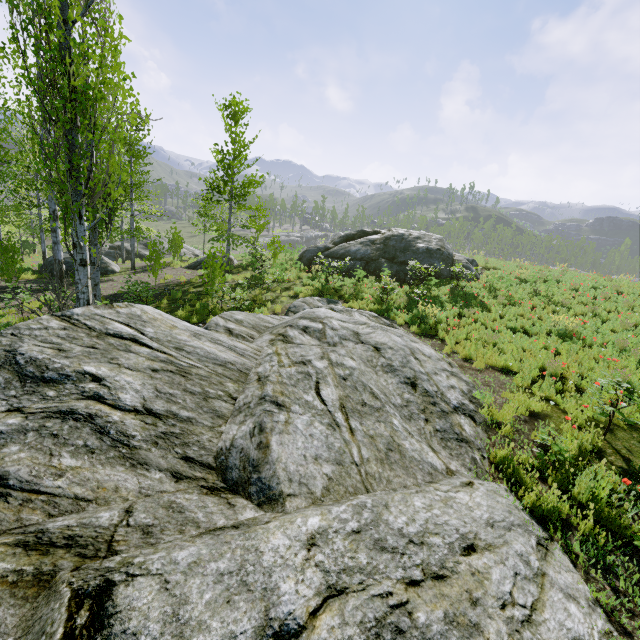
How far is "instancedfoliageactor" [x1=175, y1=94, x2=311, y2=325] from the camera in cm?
1209

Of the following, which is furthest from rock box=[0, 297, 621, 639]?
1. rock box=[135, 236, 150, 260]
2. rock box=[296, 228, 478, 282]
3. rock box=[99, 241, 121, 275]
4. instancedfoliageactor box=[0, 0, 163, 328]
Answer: rock box=[99, 241, 121, 275]

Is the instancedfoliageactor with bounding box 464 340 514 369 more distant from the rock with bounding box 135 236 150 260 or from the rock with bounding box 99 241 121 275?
the rock with bounding box 135 236 150 260

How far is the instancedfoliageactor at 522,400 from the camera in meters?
6.4

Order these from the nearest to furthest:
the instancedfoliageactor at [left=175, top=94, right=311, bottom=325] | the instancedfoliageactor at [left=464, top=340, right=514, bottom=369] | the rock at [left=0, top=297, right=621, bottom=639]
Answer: the rock at [left=0, top=297, right=621, bottom=639] → the instancedfoliageactor at [left=464, top=340, right=514, bottom=369] → the instancedfoliageactor at [left=175, top=94, right=311, bottom=325]

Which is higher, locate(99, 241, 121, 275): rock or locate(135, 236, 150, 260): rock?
locate(135, 236, 150, 260): rock

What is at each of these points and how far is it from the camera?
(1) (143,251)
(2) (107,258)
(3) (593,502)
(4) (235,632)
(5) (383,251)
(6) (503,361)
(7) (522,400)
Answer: (1) rock, 28.1m
(2) rock, 19.2m
(3) instancedfoliageactor, 4.5m
(4) rock, 1.9m
(5) rock, 19.1m
(6) instancedfoliageactor, 8.7m
(7) instancedfoliageactor, 6.8m

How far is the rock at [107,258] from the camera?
17.52m
